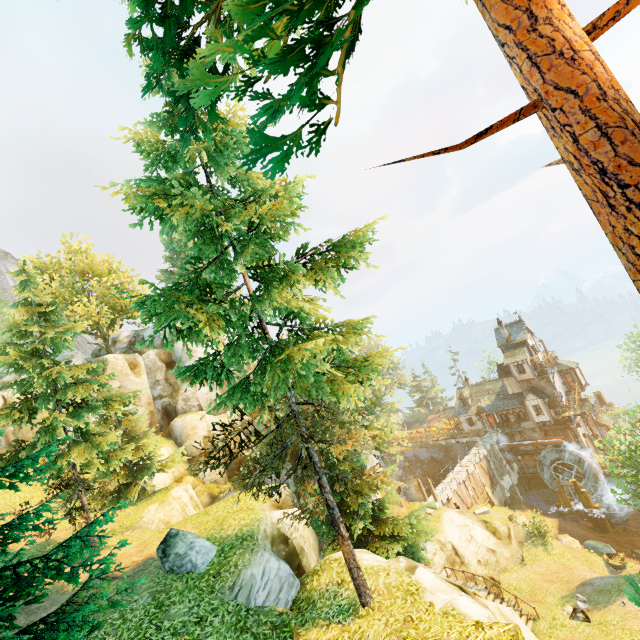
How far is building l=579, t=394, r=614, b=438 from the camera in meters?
42.7 m

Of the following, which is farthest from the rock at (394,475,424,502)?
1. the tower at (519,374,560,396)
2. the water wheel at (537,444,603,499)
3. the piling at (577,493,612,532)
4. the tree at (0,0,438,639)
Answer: the piling at (577,493,612,532)

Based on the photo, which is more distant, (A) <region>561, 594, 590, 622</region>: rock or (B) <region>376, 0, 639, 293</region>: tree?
→ (A) <region>561, 594, 590, 622</region>: rock

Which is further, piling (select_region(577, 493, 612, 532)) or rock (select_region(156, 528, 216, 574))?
piling (select_region(577, 493, 612, 532))

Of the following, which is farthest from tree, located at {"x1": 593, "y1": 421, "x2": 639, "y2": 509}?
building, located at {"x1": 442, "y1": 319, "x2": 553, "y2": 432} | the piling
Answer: the piling

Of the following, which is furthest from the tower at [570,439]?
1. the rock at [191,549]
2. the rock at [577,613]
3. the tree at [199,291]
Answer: the rock at [191,549]

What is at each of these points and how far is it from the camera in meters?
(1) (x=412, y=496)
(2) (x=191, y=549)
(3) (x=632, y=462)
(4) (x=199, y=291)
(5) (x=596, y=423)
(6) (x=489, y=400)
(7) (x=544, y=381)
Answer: (1) rock, 48.7 m
(2) rock, 11.8 m
(3) tree, 21.8 m
(4) tree, 11.2 m
(5) building, 42.9 m
(6) building, 48.5 m
(7) tower, 42.2 m

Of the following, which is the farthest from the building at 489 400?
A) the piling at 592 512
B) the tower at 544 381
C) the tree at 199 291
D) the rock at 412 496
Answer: the rock at 412 496
